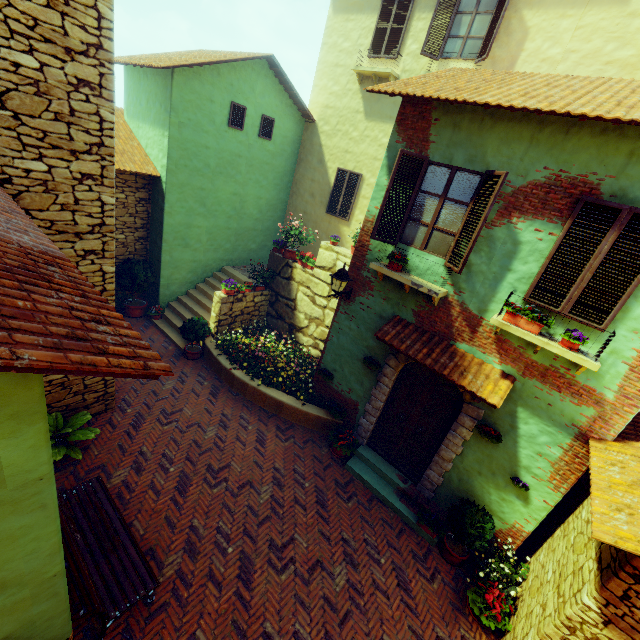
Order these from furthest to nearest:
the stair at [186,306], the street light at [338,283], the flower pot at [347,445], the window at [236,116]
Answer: the stair at [186,306] < the window at [236,116] < the flower pot at [347,445] < the street light at [338,283]

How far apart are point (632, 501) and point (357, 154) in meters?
11.1

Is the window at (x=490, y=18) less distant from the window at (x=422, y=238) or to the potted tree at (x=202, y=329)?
the window at (x=422, y=238)

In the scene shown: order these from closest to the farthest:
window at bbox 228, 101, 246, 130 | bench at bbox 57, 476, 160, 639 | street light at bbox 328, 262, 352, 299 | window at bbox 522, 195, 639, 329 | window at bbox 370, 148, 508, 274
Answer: bench at bbox 57, 476, 160, 639 < window at bbox 522, 195, 639, 329 < window at bbox 370, 148, 508, 274 < street light at bbox 328, 262, 352, 299 < window at bbox 228, 101, 246, 130

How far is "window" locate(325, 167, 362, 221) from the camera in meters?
11.4

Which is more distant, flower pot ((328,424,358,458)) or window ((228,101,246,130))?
window ((228,101,246,130))

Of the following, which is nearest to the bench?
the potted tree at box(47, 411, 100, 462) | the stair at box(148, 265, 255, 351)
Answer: the potted tree at box(47, 411, 100, 462)

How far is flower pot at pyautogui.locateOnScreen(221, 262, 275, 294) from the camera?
9.78m
